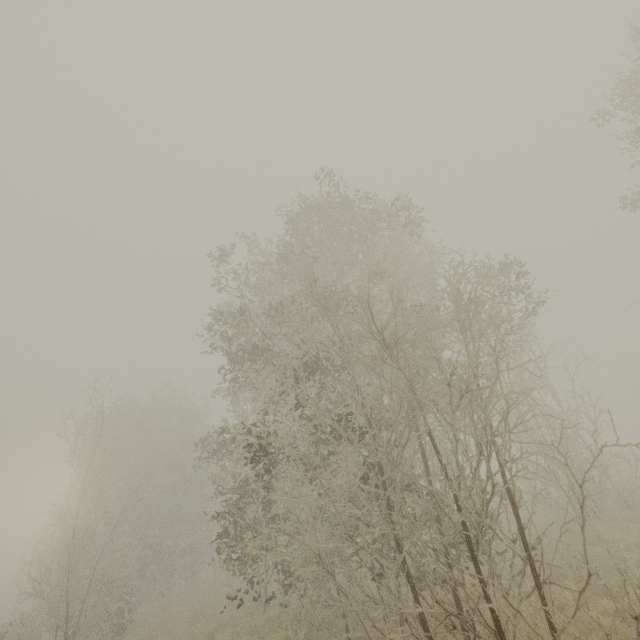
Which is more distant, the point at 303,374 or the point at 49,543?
the point at 49,543
